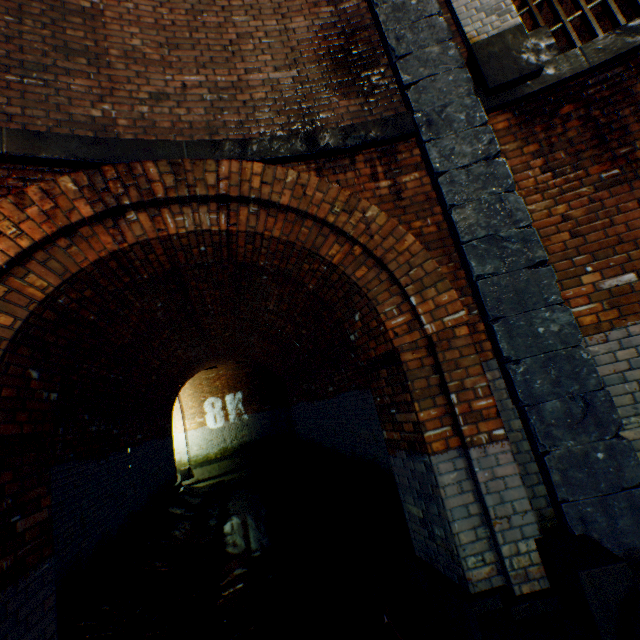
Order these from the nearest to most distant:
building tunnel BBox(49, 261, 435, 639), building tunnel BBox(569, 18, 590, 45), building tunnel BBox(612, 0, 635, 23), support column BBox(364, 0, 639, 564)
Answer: support column BBox(364, 0, 639, 564), building tunnel BBox(49, 261, 435, 639), building tunnel BBox(612, 0, 635, 23), building tunnel BBox(569, 18, 590, 45)

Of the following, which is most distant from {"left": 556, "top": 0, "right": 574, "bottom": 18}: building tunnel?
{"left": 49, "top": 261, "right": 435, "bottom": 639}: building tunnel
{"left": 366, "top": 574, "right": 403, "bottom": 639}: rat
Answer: {"left": 366, "top": 574, "right": 403, "bottom": 639}: rat

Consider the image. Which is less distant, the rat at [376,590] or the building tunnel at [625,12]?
the rat at [376,590]

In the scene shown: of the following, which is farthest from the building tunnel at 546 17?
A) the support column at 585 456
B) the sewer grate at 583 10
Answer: the support column at 585 456

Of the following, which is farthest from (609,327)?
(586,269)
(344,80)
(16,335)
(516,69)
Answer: (16,335)

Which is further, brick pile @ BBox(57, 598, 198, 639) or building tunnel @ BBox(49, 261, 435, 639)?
building tunnel @ BBox(49, 261, 435, 639)

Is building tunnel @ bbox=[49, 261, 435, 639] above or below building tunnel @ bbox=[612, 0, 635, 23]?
below

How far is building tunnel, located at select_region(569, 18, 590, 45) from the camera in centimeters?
788cm
